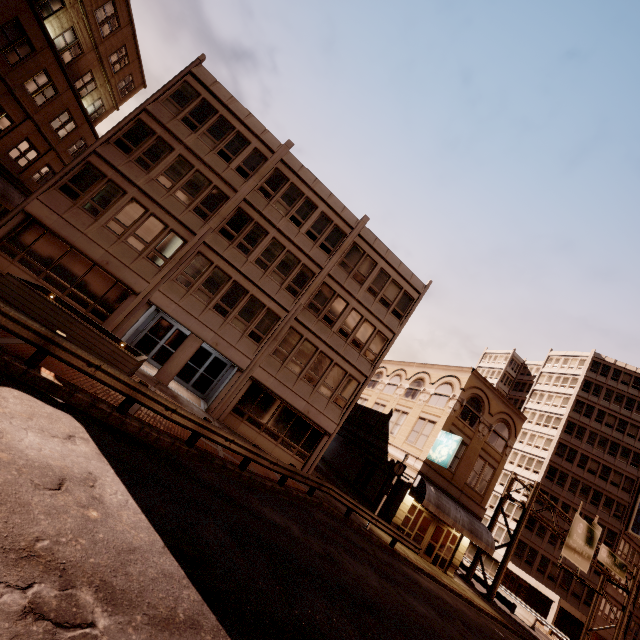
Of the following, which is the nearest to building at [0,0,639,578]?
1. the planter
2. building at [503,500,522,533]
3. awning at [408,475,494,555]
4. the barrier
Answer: awning at [408,475,494,555]

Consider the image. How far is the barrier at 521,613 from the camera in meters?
29.0

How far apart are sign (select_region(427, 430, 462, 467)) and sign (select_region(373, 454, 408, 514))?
3.5 meters

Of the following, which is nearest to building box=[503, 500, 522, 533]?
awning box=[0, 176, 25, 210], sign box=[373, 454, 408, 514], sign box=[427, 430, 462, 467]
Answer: sign box=[427, 430, 462, 467]

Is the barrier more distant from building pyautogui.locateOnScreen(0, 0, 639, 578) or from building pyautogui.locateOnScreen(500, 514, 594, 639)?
building pyautogui.locateOnScreen(0, 0, 639, 578)

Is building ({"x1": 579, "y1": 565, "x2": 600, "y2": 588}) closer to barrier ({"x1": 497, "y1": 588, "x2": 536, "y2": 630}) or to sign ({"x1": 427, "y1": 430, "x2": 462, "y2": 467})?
barrier ({"x1": 497, "y1": 588, "x2": 536, "y2": 630})

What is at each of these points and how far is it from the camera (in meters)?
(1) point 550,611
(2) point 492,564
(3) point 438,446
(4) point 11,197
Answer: (1) building, 36.44
(2) building, 44.03
(3) sign, 22.75
(4) awning, 22.83

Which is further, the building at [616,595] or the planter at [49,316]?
the building at [616,595]
